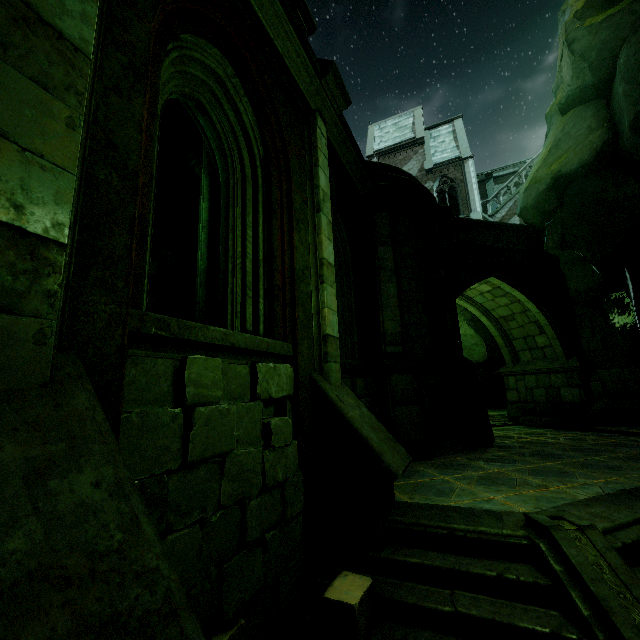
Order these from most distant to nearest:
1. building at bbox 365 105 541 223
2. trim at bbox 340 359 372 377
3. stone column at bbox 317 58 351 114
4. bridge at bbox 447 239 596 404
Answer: building at bbox 365 105 541 223
bridge at bbox 447 239 596 404
trim at bbox 340 359 372 377
stone column at bbox 317 58 351 114

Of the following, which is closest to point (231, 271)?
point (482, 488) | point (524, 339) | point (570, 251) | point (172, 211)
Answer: point (482, 488)

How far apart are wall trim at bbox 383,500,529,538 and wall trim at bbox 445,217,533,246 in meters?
9.3

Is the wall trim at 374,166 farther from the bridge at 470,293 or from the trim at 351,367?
the trim at 351,367

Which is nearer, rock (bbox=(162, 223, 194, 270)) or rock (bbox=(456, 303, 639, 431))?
rock (bbox=(456, 303, 639, 431))

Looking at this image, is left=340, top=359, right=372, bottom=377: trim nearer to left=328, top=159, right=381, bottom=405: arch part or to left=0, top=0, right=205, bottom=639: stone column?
left=328, top=159, right=381, bottom=405: arch part

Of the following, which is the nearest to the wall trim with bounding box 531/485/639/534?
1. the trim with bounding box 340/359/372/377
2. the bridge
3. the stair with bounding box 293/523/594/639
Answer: the stair with bounding box 293/523/594/639

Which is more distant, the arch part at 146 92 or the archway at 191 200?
the archway at 191 200
